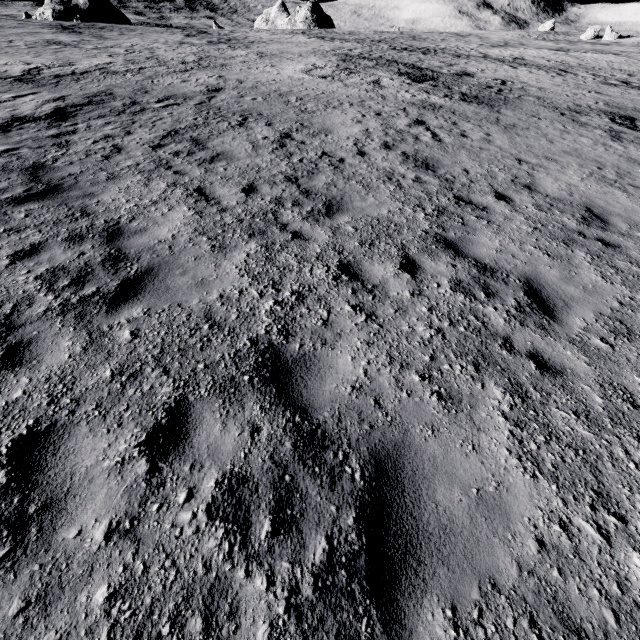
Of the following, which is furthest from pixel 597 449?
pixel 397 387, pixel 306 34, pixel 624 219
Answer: pixel 306 34
